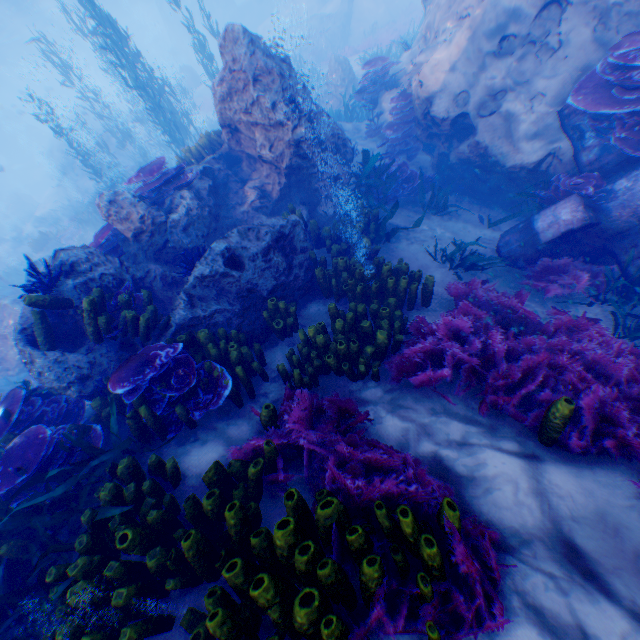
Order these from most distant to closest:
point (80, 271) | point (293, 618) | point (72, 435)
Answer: point (80, 271) → point (72, 435) → point (293, 618)

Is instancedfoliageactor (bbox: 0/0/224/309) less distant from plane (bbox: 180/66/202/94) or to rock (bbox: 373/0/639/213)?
rock (bbox: 373/0/639/213)

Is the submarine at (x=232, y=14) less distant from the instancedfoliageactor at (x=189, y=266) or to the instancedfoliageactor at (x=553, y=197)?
the instancedfoliageactor at (x=189, y=266)

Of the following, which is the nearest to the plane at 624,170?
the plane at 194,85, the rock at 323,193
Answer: the rock at 323,193

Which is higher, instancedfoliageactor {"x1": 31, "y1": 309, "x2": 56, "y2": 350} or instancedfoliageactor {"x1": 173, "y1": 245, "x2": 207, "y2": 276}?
instancedfoliageactor {"x1": 31, "y1": 309, "x2": 56, "y2": 350}

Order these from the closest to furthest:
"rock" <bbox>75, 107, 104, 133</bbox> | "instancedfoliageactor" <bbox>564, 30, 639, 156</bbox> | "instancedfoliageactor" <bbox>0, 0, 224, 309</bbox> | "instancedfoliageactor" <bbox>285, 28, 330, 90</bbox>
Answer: "instancedfoliageactor" <bbox>564, 30, 639, 156</bbox> < "instancedfoliageactor" <bbox>0, 0, 224, 309</bbox> < "instancedfoliageactor" <bbox>285, 28, 330, 90</bbox> < "rock" <bbox>75, 107, 104, 133</bbox>

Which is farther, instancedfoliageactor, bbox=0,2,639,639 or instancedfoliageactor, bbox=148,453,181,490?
instancedfoliageactor, bbox=148,453,181,490

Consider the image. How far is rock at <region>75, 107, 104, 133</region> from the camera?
22.9m
